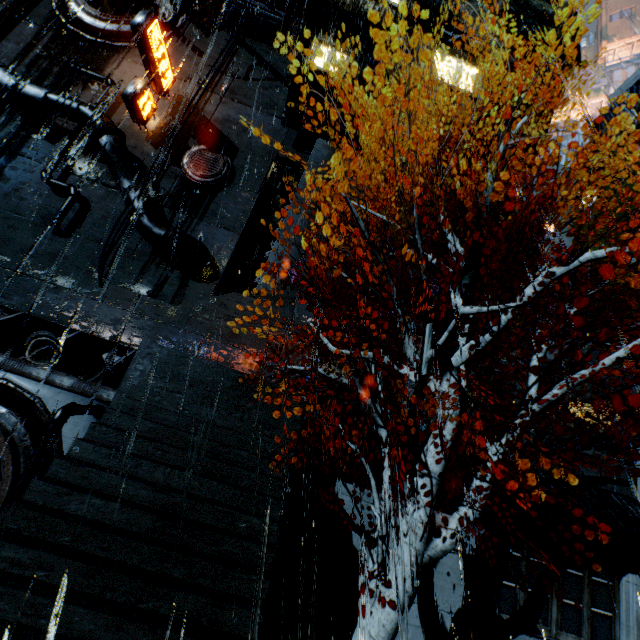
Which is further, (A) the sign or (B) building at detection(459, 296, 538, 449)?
(A) the sign

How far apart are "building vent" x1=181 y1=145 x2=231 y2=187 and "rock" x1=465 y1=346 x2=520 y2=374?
18.0 meters

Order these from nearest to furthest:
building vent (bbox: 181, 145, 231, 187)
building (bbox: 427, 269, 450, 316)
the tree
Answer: the tree
building (bbox: 427, 269, 450, 316)
building vent (bbox: 181, 145, 231, 187)

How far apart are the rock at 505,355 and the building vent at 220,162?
18.0m

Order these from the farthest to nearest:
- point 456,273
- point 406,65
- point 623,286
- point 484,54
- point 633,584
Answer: point 484,54
point 406,65
point 623,286
point 633,584
point 456,273

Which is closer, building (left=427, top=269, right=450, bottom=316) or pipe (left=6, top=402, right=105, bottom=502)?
pipe (left=6, top=402, right=105, bottom=502)

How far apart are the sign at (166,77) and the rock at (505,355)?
24.6m

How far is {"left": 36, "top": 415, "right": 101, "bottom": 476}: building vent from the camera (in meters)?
8.56
